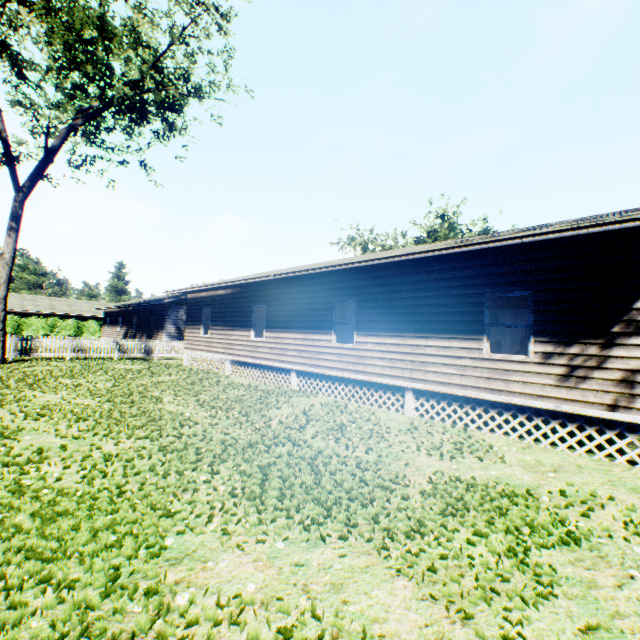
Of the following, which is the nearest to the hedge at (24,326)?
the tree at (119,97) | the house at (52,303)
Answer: the house at (52,303)

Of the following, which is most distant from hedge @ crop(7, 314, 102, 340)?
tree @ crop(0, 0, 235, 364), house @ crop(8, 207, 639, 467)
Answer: tree @ crop(0, 0, 235, 364)

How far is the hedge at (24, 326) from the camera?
36.1 meters

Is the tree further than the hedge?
No

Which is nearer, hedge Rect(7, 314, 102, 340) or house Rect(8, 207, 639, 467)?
house Rect(8, 207, 639, 467)

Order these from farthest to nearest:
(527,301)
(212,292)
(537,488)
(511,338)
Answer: (212,292)
(511,338)
(527,301)
(537,488)

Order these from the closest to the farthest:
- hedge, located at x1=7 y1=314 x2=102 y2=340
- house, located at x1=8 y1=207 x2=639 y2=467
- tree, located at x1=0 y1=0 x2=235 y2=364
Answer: house, located at x1=8 y1=207 x2=639 y2=467 < tree, located at x1=0 y1=0 x2=235 y2=364 < hedge, located at x1=7 y1=314 x2=102 y2=340
